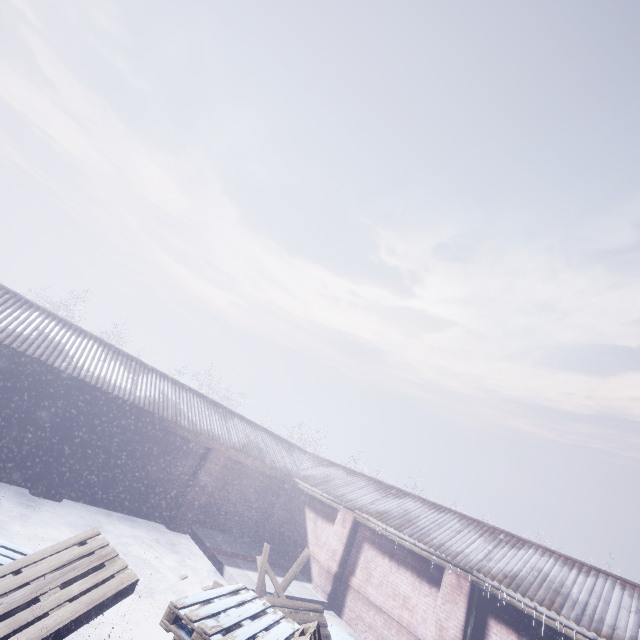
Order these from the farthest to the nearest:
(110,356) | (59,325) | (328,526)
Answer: (328,526)
(110,356)
(59,325)
